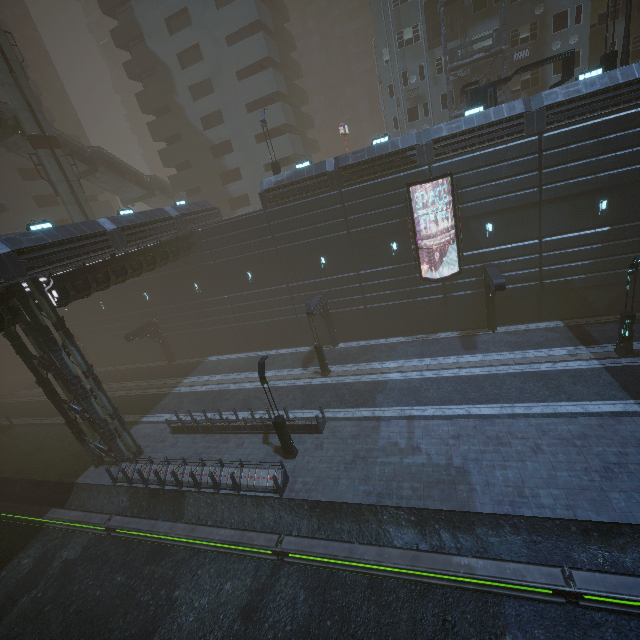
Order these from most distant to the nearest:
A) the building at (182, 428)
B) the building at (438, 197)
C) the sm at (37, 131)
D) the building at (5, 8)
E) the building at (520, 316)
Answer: the building at (5, 8) → the sm at (37, 131) → the building at (438, 197) → the building at (182, 428) → the building at (520, 316)

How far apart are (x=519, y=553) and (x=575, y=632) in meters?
2.2

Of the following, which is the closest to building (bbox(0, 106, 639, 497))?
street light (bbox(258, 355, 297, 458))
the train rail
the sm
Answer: the train rail

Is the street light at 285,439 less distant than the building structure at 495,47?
Yes

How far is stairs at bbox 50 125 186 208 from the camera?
31.5m

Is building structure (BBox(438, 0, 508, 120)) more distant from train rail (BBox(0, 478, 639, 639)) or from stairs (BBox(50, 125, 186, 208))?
stairs (BBox(50, 125, 186, 208))

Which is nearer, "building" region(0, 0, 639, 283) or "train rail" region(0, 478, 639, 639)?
"train rail" region(0, 478, 639, 639)
